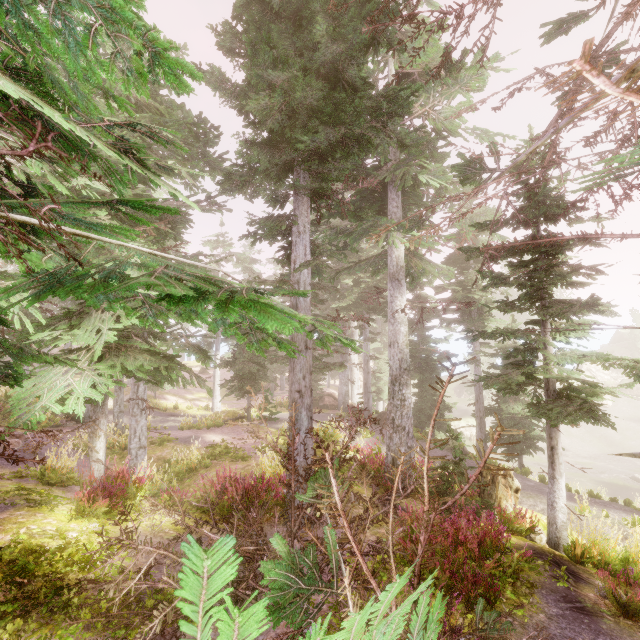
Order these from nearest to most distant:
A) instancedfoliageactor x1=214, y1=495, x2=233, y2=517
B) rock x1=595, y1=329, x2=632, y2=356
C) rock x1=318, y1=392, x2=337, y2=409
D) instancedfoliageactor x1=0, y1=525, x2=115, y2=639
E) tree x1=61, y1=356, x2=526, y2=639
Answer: tree x1=61, y1=356, x2=526, y2=639 → instancedfoliageactor x1=0, y1=525, x2=115, y2=639 → instancedfoliageactor x1=214, y1=495, x2=233, y2=517 → rock x1=318, y1=392, x2=337, y2=409 → rock x1=595, y1=329, x2=632, y2=356

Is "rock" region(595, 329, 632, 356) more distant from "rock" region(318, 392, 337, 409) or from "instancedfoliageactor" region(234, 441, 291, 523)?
"rock" region(318, 392, 337, 409)

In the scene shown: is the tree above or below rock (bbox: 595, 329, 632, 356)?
below

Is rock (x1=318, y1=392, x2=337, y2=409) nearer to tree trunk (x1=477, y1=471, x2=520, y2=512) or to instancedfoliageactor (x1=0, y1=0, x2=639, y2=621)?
instancedfoliageactor (x1=0, y1=0, x2=639, y2=621)

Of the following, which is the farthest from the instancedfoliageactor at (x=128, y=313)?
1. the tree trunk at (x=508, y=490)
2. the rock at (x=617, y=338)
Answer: the tree trunk at (x=508, y=490)

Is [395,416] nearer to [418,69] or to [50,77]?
[50,77]

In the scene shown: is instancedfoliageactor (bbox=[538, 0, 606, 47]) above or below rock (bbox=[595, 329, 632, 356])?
above

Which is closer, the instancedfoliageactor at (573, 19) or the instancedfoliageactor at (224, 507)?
the instancedfoliageactor at (573, 19)
